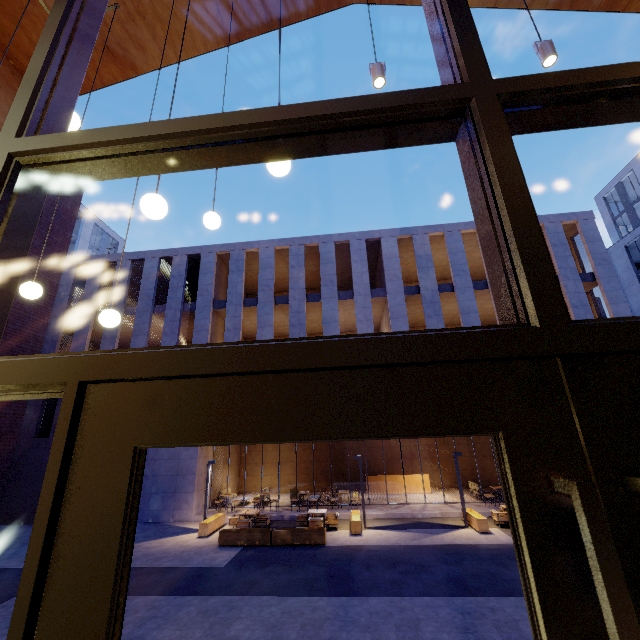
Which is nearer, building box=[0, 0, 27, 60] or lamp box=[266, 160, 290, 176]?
lamp box=[266, 160, 290, 176]

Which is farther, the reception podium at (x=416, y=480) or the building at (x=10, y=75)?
the reception podium at (x=416, y=480)

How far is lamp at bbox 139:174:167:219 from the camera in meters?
2.4

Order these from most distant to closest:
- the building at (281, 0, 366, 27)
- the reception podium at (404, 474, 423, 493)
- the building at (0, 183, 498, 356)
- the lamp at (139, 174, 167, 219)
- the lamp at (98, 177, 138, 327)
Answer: the reception podium at (404, 474, 423, 493) < the building at (0, 183, 498, 356) < the building at (281, 0, 366, 27) < the lamp at (98, 177, 138, 327) < the lamp at (139, 174, 167, 219)

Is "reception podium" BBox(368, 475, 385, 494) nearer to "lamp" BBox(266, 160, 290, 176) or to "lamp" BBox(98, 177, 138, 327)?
"lamp" BBox(98, 177, 138, 327)

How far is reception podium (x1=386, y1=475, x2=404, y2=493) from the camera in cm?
2025

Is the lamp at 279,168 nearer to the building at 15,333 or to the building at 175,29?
the building at 175,29

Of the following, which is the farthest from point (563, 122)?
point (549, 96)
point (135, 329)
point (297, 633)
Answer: point (135, 329)
